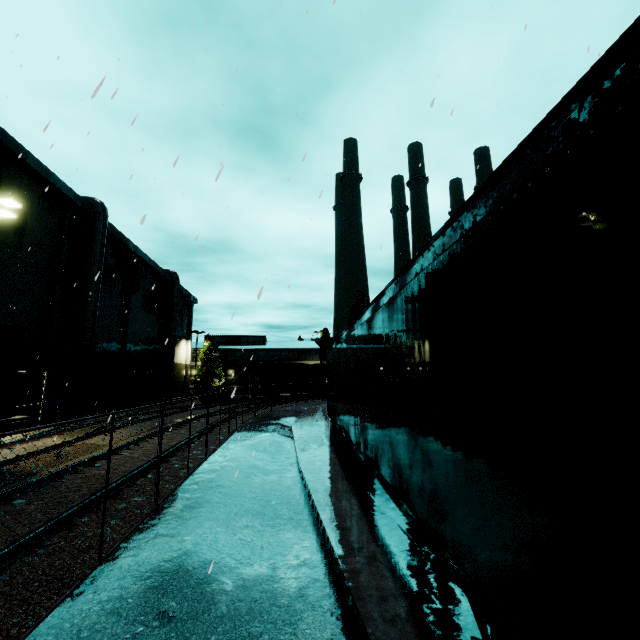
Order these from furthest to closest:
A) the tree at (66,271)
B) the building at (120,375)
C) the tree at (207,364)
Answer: the tree at (207,364) → the tree at (66,271) → the building at (120,375)

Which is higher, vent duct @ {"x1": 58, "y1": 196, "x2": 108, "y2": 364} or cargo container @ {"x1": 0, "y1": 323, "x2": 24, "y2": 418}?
vent duct @ {"x1": 58, "y1": 196, "x2": 108, "y2": 364}

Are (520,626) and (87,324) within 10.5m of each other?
no

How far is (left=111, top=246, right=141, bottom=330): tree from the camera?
29.79m

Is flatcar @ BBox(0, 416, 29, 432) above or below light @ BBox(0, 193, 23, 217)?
below

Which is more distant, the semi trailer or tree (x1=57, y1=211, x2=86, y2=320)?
tree (x1=57, y1=211, x2=86, y2=320)

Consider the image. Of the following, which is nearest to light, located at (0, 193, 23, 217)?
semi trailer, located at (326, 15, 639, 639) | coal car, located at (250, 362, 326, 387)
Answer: semi trailer, located at (326, 15, 639, 639)

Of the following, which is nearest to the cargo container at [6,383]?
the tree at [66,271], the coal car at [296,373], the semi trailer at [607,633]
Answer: the semi trailer at [607,633]
